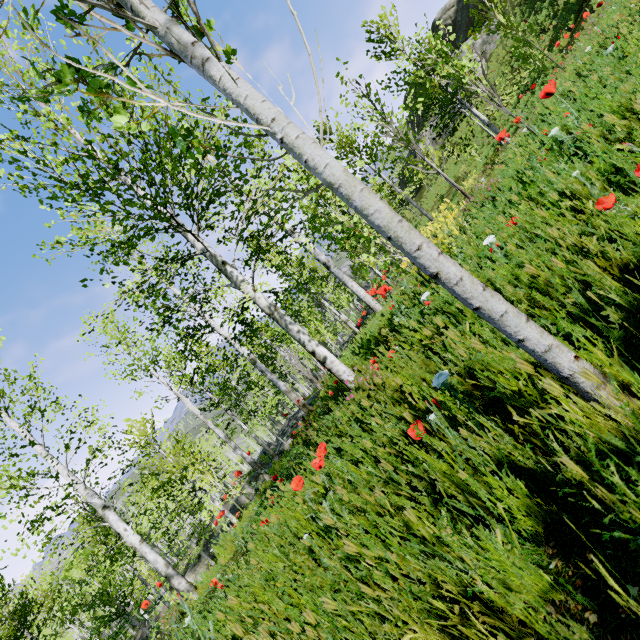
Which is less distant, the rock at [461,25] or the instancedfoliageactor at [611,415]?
the instancedfoliageactor at [611,415]

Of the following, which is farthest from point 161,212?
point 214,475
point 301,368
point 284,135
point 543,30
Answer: point 543,30

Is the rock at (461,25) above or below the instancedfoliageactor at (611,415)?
above

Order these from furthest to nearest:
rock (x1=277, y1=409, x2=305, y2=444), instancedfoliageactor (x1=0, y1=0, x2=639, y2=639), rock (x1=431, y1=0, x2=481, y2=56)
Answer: rock (x1=431, y1=0, x2=481, y2=56) < rock (x1=277, y1=409, x2=305, y2=444) < instancedfoliageactor (x1=0, y1=0, x2=639, y2=639)

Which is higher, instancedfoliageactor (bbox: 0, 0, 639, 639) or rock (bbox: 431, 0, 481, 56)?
rock (bbox: 431, 0, 481, 56)

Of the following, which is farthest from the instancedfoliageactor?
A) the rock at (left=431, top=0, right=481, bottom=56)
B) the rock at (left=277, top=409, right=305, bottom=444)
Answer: the rock at (left=431, top=0, right=481, bottom=56)

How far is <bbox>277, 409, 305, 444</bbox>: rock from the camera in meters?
7.5 m
